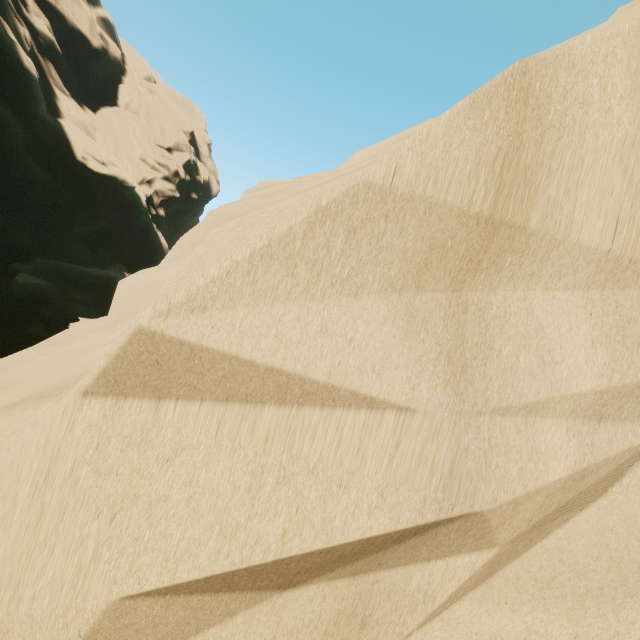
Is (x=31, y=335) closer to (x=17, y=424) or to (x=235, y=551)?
(x=17, y=424)
